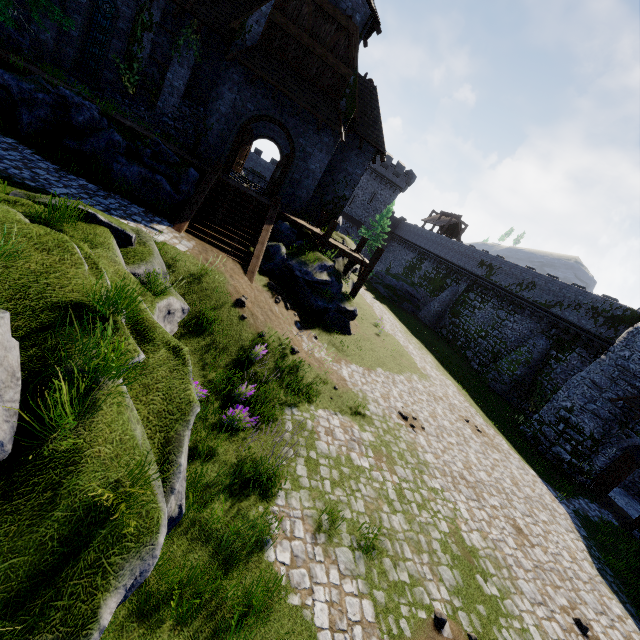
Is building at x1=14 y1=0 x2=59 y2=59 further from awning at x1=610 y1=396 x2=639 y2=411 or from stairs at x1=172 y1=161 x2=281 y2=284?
awning at x1=610 y1=396 x2=639 y2=411

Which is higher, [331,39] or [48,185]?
[331,39]

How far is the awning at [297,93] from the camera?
14.64m

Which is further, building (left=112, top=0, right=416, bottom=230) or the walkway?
the walkway

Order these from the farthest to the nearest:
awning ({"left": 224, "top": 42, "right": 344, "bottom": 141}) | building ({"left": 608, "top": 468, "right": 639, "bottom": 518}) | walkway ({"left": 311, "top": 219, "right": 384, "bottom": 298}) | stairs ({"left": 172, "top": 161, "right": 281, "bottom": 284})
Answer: building ({"left": 608, "top": 468, "right": 639, "bottom": 518}) < walkway ({"left": 311, "top": 219, "right": 384, "bottom": 298}) < awning ({"left": 224, "top": 42, "right": 344, "bottom": 141}) < stairs ({"left": 172, "top": 161, "right": 281, "bottom": 284})

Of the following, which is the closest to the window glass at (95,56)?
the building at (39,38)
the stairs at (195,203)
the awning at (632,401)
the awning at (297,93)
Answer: the building at (39,38)

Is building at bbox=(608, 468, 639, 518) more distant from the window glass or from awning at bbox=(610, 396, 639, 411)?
the window glass

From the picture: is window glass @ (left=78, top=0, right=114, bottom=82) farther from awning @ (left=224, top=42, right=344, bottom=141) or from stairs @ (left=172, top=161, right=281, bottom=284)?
stairs @ (left=172, top=161, right=281, bottom=284)
